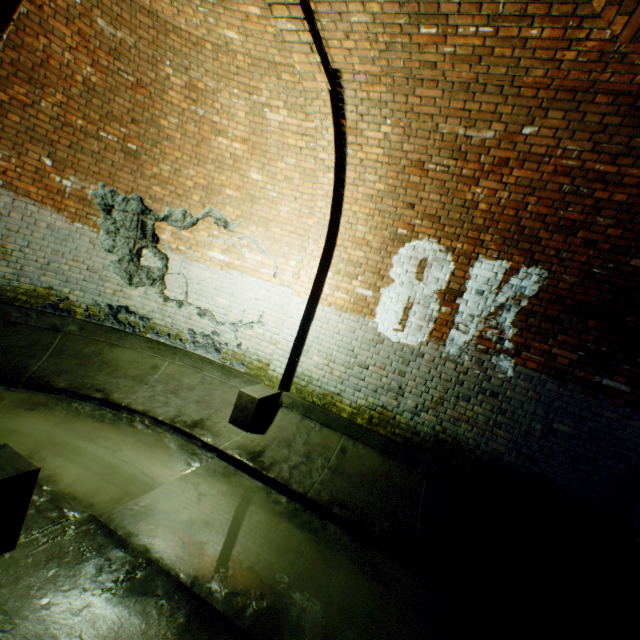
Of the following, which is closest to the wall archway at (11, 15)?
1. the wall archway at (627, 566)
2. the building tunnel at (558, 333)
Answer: the building tunnel at (558, 333)

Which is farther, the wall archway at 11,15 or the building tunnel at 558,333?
the building tunnel at 558,333

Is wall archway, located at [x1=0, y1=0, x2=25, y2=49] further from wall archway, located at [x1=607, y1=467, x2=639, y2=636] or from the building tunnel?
wall archway, located at [x1=607, y1=467, x2=639, y2=636]

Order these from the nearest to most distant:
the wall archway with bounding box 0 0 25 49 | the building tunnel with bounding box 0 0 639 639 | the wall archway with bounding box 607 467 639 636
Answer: the wall archway with bounding box 0 0 25 49 < the building tunnel with bounding box 0 0 639 639 < the wall archway with bounding box 607 467 639 636

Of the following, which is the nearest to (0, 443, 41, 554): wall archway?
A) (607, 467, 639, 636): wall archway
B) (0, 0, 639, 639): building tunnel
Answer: (0, 0, 639, 639): building tunnel

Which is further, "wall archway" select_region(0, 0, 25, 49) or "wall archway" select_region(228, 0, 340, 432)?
"wall archway" select_region(228, 0, 340, 432)

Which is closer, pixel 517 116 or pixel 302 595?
pixel 302 595
